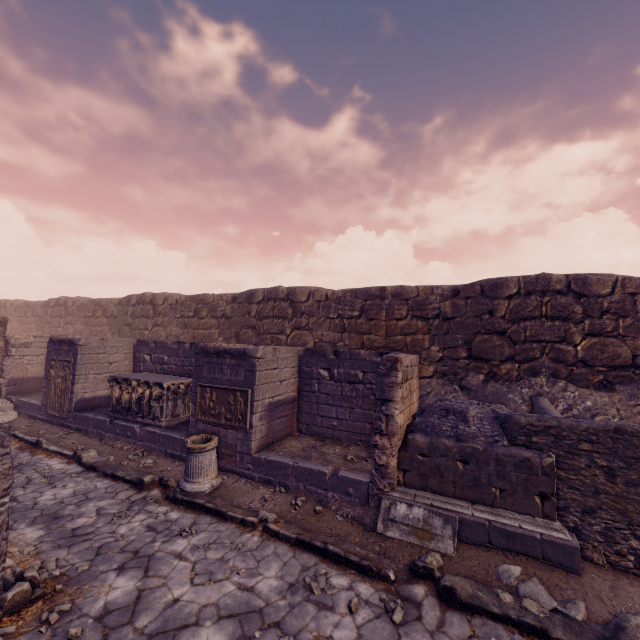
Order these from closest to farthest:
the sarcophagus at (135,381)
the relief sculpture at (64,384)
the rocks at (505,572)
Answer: the rocks at (505,572)
the sarcophagus at (135,381)
the relief sculpture at (64,384)

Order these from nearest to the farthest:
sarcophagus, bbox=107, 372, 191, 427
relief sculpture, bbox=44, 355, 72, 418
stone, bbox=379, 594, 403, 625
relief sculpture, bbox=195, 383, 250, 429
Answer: stone, bbox=379, 594, 403, 625, relief sculpture, bbox=195, 383, 250, 429, sarcophagus, bbox=107, 372, 191, 427, relief sculpture, bbox=44, 355, 72, 418

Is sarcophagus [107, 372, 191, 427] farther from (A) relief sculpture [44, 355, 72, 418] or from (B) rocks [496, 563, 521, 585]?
(B) rocks [496, 563, 521, 585]

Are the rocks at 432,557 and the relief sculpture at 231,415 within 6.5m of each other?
yes

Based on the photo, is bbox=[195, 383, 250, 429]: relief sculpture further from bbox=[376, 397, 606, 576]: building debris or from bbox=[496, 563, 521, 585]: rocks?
bbox=[496, 563, 521, 585]: rocks

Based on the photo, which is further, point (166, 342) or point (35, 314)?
point (35, 314)

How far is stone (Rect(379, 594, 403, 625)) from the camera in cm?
362

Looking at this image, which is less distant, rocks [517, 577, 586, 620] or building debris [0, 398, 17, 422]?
rocks [517, 577, 586, 620]
